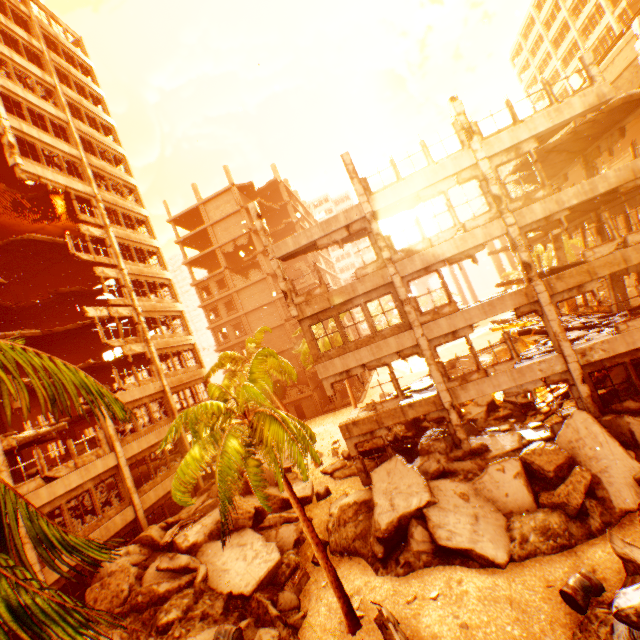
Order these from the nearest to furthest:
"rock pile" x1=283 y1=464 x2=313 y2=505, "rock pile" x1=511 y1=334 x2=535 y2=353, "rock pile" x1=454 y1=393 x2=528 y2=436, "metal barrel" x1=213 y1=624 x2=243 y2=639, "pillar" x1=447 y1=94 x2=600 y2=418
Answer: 1. "metal barrel" x1=213 y1=624 x2=243 y2=639
2. "pillar" x1=447 y1=94 x2=600 y2=418
3. "rock pile" x1=454 y1=393 x2=528 y2=436
4. "rock pile" x1=283 y1=464 x2=313 y2=505
5. "rock pile" x1=511 y1=334 x2=535 y2=353

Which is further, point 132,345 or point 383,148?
point 383,148

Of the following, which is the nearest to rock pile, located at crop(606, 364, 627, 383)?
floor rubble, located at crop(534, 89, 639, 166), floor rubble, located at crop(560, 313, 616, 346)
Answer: floor rubble, located at crop(560, 313, 616, 346)

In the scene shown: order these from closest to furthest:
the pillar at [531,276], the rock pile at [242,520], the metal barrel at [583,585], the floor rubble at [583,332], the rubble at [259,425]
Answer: the metal barrel at [583,585] → the rubble at [259,425] → the rock pile at [242,520] → the pillar at [531,276] → the floor rubble at [583,332]

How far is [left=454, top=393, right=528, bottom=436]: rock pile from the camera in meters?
16.4

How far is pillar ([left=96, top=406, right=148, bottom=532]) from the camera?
17.39m

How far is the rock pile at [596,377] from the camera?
15.4 meters

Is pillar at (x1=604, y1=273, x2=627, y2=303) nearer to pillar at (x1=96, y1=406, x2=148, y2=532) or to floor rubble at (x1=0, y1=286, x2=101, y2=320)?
pillar at (x1=96, y1=406, x2=148, y2=532)
